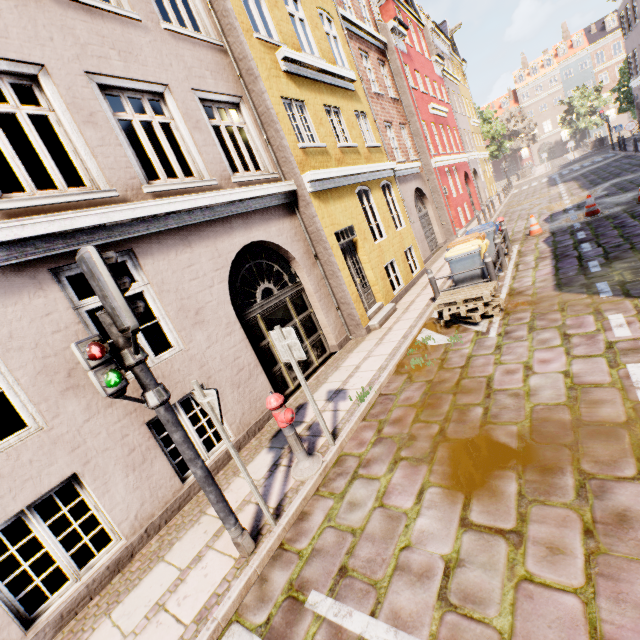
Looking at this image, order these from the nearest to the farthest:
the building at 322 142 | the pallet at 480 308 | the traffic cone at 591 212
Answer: the building at 322 142 < the pallet at 480 308 < the traffic cone at 591 212

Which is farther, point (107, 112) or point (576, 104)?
point (576, 104)

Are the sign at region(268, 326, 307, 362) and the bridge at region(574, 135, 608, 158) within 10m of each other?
no

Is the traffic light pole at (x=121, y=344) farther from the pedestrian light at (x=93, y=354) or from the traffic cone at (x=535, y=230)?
the traffic cone at (x=535, y=230)

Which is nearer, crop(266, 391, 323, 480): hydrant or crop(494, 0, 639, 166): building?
crop(266, 391, 323, 480): hydrant

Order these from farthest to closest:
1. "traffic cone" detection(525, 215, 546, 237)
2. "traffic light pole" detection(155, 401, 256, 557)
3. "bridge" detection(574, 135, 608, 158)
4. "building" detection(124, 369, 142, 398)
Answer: "bridge" detection(574, 135, 608, 158)
"traffic cone" detection(525, 215, 546, 237)
"building" detection(124, 369, 142, 398)
"traffic light pole" detection(155, 401, 256, 557)

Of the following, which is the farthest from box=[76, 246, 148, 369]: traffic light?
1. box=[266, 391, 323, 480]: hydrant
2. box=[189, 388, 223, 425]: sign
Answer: box=[266, 391, 323, 480]: hydrant

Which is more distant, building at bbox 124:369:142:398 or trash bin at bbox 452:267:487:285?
trash bin at bbox 452:267:487:285
